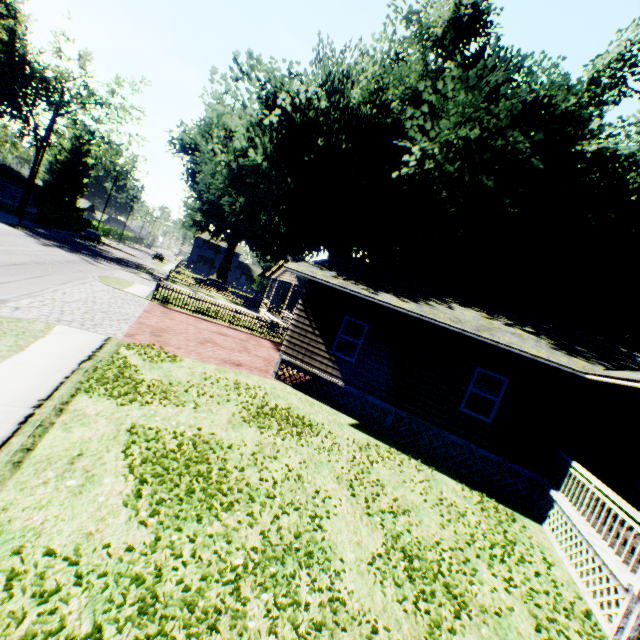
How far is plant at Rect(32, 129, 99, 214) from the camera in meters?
54.8

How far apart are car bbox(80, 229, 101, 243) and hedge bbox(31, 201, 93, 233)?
2.7 meters

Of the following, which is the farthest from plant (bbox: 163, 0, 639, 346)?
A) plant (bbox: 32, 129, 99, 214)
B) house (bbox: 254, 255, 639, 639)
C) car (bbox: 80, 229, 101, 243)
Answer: car (bbox: 80, 229, 101, 243)

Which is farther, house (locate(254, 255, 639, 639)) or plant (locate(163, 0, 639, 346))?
plant (locate(163, 0, 639, 346))

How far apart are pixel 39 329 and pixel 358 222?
24.8 meters

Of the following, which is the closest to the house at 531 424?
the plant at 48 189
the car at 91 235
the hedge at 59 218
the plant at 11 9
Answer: the plant at 11 9

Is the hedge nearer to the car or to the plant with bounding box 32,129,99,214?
the car

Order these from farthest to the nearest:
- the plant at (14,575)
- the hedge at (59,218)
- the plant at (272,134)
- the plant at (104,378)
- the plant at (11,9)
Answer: the plant at (11,9) < the hedge at (59,218) < the plant at (272,134) < the plant at (104,378) < the plant at (14,575)
